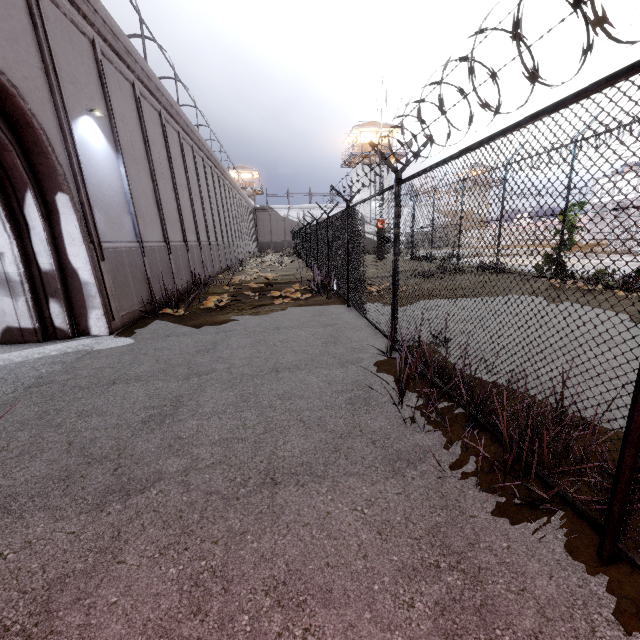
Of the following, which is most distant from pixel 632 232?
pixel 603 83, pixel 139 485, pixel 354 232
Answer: pixel 139 485

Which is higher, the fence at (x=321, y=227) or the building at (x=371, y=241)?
the building at (x=371, y=241)

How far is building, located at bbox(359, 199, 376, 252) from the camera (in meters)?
40.47

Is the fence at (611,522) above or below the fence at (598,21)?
below

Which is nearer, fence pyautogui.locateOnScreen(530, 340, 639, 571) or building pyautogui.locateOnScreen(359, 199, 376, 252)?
fence pyautogui.locateOnScreen(530, 340, 639, 571)

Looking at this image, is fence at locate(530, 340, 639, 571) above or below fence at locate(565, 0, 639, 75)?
below
